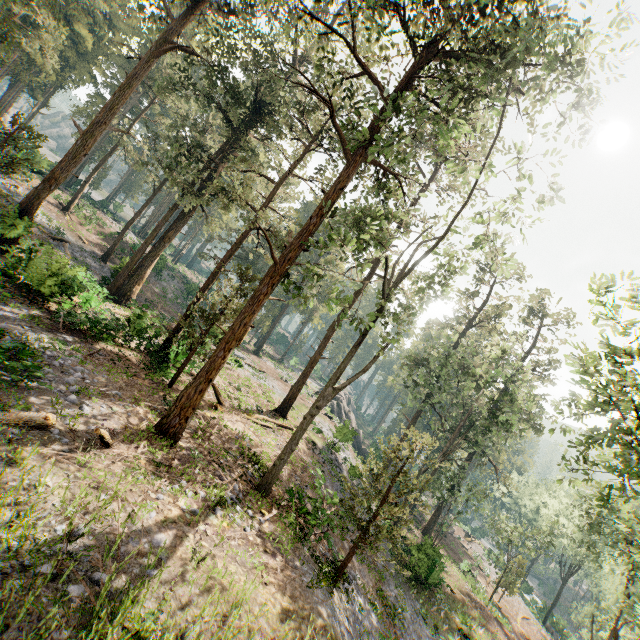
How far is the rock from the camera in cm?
2712

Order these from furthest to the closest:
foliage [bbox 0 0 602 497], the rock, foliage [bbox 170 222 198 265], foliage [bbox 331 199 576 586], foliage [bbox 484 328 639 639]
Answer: foliage [bbox 170 222 198 265] < the rock < foliage [bbox 331 199 576 586] < foliage [bbox 0 0 602 497] < foliage [bbox 484 328 639 639]

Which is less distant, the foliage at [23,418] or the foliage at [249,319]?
the foliage at [23,418]

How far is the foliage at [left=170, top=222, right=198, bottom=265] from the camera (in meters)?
59.19

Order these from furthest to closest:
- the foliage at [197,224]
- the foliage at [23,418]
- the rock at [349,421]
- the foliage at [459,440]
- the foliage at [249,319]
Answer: the foliage at [197,224] → the rock at [349,421] → the foliage at [459,440] → the foliage at [249,319] → the foliage at [23,418]

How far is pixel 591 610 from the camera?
45.9m

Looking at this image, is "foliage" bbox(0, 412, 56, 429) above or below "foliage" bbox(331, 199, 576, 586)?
below
